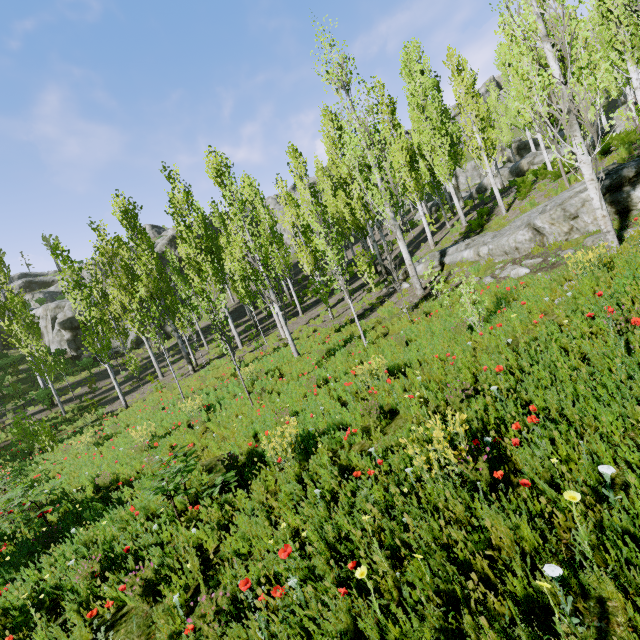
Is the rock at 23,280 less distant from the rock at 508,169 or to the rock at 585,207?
the rock at 508,169

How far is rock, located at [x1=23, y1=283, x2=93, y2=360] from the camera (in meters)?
32.88

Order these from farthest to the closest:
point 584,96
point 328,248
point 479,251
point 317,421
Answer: point 479,251
point 328,248
point 317,421
point 584,96

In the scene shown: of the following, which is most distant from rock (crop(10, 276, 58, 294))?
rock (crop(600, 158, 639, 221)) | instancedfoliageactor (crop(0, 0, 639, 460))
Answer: Result: rock (crop(600, 158, 639, 221))

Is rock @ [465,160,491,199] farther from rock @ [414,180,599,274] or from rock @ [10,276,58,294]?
rock @ [414,180,599,274]

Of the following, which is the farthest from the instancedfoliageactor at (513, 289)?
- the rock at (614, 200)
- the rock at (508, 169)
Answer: the rock at (614, 200)

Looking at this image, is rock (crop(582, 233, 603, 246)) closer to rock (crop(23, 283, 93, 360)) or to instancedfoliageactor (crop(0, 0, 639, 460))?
instancedfoliageactor (crop(0, 0, 639, 460))

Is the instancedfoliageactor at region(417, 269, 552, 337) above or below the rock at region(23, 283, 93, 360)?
below
